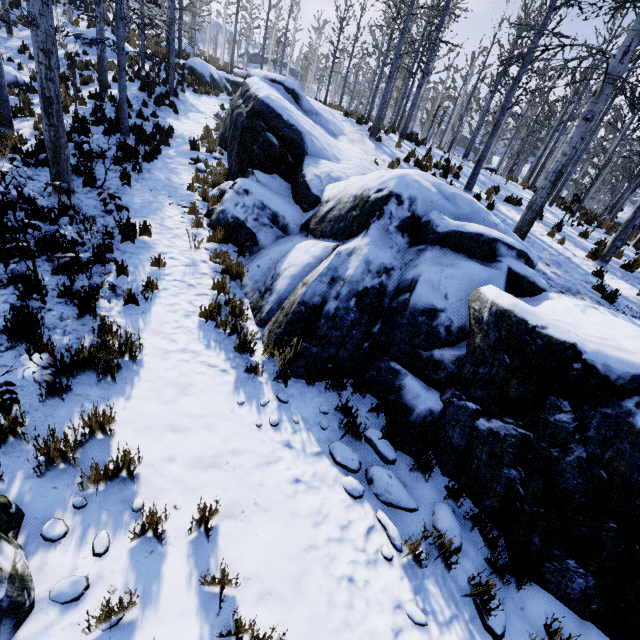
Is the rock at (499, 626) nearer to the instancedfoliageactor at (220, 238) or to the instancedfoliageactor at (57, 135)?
the instancedfoliageactor at (220, 238)

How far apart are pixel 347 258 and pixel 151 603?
4.5 meters

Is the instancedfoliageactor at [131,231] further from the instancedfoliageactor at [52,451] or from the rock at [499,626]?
the instancedfoliageactor at [52,451]

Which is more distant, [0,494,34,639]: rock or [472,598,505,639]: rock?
[472,598,505,639]: rock

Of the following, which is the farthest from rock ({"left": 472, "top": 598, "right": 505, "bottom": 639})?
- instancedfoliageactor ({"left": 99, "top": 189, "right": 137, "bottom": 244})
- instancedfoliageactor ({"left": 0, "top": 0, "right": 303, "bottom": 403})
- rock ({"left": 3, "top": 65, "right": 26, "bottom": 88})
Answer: rock ({"left": 3, "top": 65, "right": 26, "bottom": 88})

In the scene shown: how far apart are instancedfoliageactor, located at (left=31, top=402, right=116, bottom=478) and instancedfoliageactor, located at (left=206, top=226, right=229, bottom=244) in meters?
5.0

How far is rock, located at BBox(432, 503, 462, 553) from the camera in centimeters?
358cm

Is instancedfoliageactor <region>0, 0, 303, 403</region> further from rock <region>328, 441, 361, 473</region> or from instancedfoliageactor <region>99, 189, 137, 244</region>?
instancedfoliageactor <region>99, 189, 137, 244</region>
